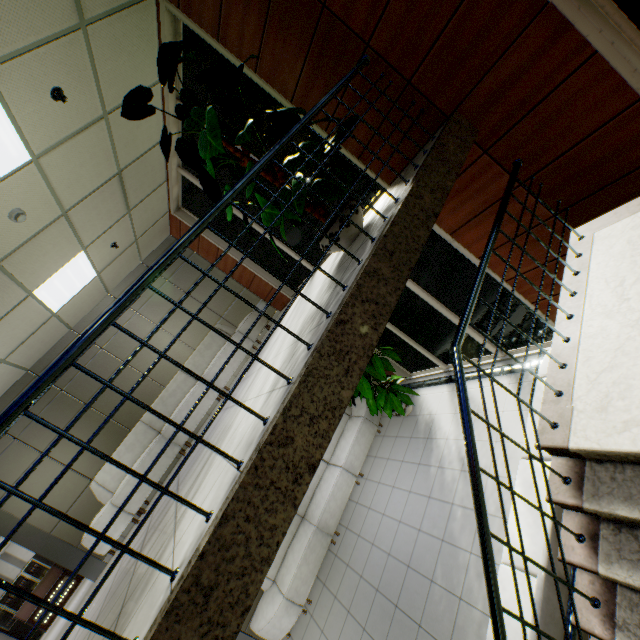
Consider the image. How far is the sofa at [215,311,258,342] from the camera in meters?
6.9

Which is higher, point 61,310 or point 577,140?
point 61,310

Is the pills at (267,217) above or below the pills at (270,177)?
below

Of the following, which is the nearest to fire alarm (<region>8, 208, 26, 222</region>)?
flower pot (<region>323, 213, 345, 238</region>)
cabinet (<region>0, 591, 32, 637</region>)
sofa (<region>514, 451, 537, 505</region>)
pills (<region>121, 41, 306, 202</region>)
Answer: pills (<region>121, 41, 306, 202</region>)

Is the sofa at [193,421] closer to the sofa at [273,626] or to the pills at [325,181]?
the sofa at [273,626]

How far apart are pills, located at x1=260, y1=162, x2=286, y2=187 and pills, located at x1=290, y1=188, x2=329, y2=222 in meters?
0.2 m

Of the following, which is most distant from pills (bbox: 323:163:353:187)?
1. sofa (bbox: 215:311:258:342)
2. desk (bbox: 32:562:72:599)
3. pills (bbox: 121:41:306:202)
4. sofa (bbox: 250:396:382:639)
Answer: desk (bbox: 32:562:72:599)

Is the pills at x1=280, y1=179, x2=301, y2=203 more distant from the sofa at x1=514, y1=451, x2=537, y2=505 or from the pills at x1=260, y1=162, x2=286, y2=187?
the sofa at x1=514, y1=451, x2=537, y2=505
